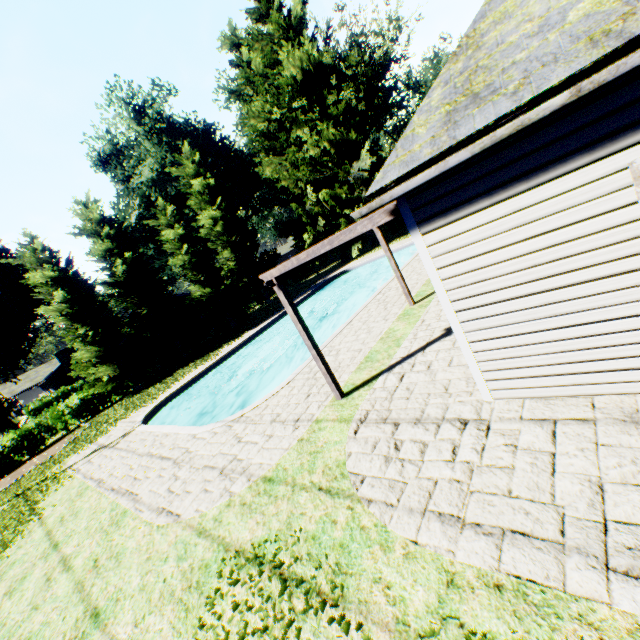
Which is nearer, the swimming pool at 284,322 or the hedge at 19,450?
the swimming pool at 284,322

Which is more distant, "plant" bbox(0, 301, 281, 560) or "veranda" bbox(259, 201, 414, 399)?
"plant" bbox(0, 301, 281, 560)

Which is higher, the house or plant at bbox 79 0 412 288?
plant at bbox 79 0 412 288

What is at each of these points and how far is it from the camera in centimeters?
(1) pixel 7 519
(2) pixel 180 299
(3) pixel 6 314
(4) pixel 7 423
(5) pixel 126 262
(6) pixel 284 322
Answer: (1) plant, 1084cm
(2) house, 3556cm
(3) plant, 3228cm
(4) plant, 3388cm
(5) tree, 2383cm
(6) swimming pool, 2320cm

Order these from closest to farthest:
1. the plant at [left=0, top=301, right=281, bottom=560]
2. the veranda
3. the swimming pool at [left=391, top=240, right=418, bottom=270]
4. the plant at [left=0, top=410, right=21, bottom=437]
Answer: the veranda → the plant at [left=0, top=301, right=281, bottom=560] → the swimming pool at [left=391, top=240, right=418, bottom=270] → the plant at [left=0, top=410, right=21, bottom=437]

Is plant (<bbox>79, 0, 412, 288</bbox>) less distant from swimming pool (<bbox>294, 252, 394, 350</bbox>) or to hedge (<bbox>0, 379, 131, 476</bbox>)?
hedge (<bbox>0, 379, 131, 476</bbox>)

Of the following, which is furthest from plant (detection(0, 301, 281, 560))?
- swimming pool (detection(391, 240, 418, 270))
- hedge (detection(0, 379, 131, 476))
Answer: swimming pool (detection(391, 240, 418, 270))

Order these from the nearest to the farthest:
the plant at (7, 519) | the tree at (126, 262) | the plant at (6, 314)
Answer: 1. the plant at (7, 519)
2. the tree at (126, 262)
3. the plant at (6, 314)
